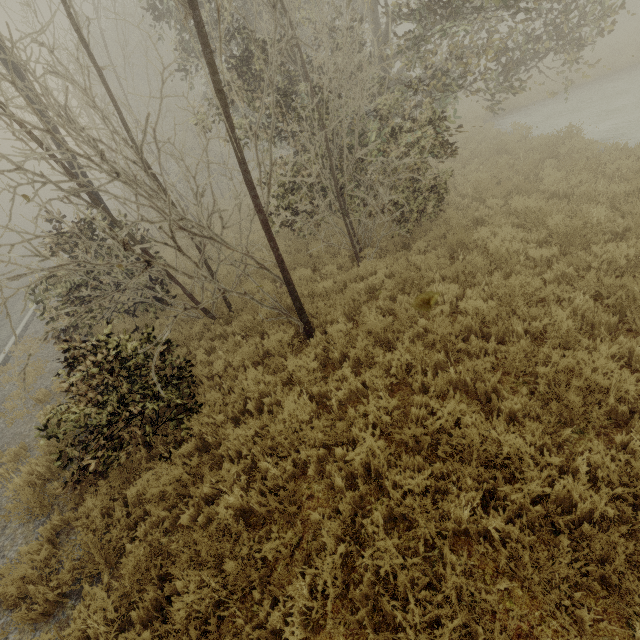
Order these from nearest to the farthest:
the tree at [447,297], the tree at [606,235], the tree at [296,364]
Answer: the tree at [447,297] < the tree at [296,364] < the tree at [606,235]

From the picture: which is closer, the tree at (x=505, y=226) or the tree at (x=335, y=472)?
the tree at (x=335, y=472)

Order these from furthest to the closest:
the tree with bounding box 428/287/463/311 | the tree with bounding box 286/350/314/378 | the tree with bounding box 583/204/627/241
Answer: the tree with bounding box 583/204/627/241 → the tree with bounding box 286/350/314/378 → the tree with bounding box 428/287/463/311

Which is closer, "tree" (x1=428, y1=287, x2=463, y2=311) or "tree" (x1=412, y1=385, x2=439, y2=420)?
"tree" (x1=428, y1=287, x2=463, y2=311)

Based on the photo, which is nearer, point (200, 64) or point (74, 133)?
point (200, 64)

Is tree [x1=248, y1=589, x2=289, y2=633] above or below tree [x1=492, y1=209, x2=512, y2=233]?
below

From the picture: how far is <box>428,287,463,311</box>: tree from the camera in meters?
0.6 m
